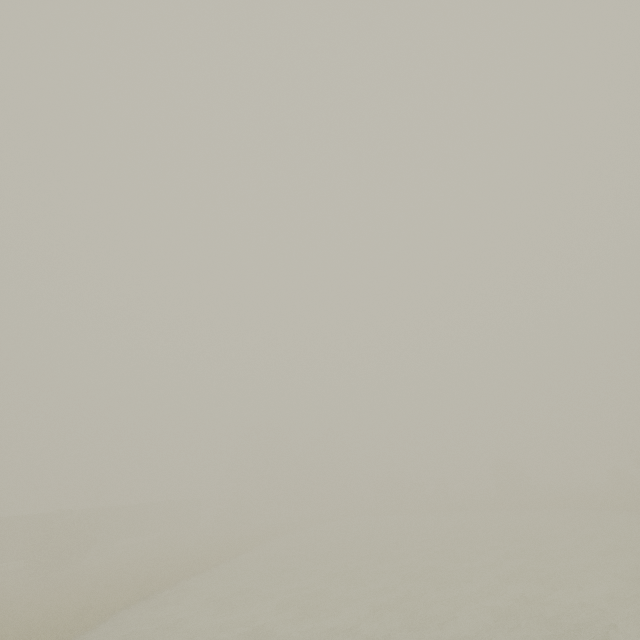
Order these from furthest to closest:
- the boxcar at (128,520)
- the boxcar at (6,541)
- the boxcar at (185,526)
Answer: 1. the boxcar at (185,526)
2. the boxcar at (128,520)
3. the boxcar at (6,541)

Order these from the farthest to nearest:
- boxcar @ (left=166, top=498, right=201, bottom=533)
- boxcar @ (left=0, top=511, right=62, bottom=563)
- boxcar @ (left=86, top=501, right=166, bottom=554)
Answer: boxcar @ (left=166, top=498, right=201, bottom=533) < boxcar @ (left=86, top=501, right=166, bottom=554) < boxcar @ (left=0, top=511, right=62, bottom=563)

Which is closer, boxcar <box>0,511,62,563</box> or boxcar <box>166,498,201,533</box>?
boxcar <box>0,511,62,563</box>

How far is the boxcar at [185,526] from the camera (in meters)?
49.24

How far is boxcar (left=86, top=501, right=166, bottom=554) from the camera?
38.9 meters

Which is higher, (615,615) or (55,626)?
(55,626)
